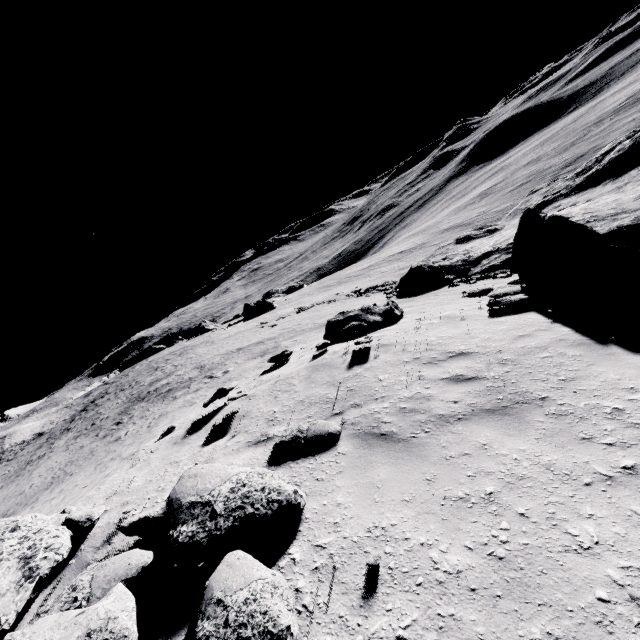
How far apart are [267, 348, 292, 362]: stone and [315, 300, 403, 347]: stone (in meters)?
1.44

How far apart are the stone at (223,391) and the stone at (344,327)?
3.4m

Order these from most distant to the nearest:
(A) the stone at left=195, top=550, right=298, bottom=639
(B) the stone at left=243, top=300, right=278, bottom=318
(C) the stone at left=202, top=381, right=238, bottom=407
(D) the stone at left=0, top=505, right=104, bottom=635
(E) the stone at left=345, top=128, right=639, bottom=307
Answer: (B) the stone at left=243, top=300, right=278, bottom=318
(C) the stone at left=202, top=381, right=238, bottom=407
(E) the stone at left=345, top=128, right=639, bottom=307
(D) the stone at left=0, top=505, right=104, bottom=635
(A) the stone at left=195, top=550, right=298, bottom=639

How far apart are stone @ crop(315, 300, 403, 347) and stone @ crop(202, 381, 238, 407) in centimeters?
345cm

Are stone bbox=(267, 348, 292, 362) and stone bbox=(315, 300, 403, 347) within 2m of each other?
yes

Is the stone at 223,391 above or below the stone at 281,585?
below

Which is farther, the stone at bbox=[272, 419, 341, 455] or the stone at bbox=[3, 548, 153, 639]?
the stone at bbox=[272, 419, 341, 455]

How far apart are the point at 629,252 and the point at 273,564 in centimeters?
1023cm
